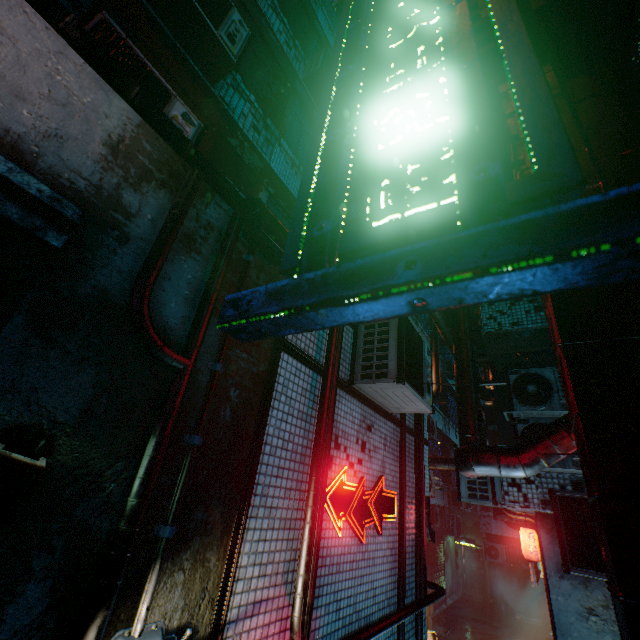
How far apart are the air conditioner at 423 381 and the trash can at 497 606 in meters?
16.1 m

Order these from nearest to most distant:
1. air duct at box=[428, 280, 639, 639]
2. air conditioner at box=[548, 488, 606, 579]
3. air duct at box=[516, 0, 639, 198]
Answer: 1. air duct at box=[428, 280, 639, 639]
2. air duct at box=[516, 0, 639, 198]
3. air conditioner at box=[548, 488, 606, 579]

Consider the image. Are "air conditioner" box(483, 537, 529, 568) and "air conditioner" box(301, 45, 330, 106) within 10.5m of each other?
no

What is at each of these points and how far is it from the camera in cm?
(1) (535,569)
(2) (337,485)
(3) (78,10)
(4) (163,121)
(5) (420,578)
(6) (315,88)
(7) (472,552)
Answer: (1) sign, 770
(2) sign, 307
(3) window, 326
(4) air duct, 214
(5) pipe, 404
(6) air conditioner, 715
(7) door, 1698

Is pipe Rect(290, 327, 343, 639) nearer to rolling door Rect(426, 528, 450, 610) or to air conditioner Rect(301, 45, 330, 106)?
air conditioner Rect(301, 45, 330, 106)

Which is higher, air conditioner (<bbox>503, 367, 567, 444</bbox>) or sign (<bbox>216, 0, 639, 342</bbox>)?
air conditioner (<bbox>503, 367, 567, 444</bbox>)

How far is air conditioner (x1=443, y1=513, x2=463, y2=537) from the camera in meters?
15.2 m

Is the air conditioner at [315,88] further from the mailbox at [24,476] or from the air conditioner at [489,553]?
the air conditioner at [489,553]
